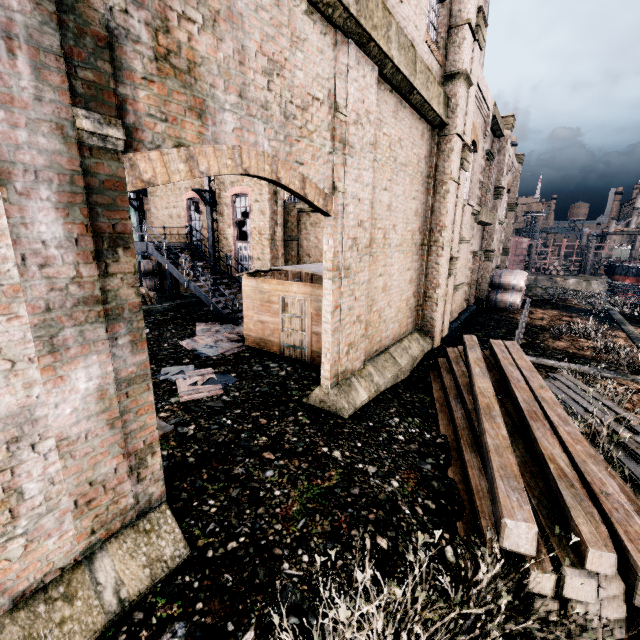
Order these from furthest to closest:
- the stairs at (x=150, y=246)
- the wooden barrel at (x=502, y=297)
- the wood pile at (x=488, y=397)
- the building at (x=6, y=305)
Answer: the wooden barrel at (x=502, y=297)
the stairs at (x=150, y=246)
the wood pile at (x=488, y=397)
the building at (x=6, y=305)

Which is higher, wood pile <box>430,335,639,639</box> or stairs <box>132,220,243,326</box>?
stairs <box>132,220,243,326</box>

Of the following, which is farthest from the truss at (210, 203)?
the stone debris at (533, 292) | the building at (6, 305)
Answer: the stone debris at (533, 292)

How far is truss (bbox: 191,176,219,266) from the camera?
19.1m

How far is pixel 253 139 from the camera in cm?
503

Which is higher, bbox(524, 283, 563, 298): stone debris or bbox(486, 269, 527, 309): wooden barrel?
bbox(486, 269, 527, 309): wooden barrel

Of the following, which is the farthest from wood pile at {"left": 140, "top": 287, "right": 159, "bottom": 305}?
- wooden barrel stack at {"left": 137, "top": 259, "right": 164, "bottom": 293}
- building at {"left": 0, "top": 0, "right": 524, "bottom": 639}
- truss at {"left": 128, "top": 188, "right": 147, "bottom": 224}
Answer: building at {"left": 0, "top": 0, "right": 524, "bottom": 639}

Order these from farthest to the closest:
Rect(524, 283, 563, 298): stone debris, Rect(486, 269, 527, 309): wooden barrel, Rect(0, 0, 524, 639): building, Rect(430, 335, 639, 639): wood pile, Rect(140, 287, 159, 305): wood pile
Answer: Rect(524, 283, 563, 298): stone debris, Rect(486, 269, 527, 309): wooden barrel, Rect(140, 287, 159, 305): wood pile, Rect(430, 335, 639, 639): wood pile, Rect(0, 0, 524, 639): building
